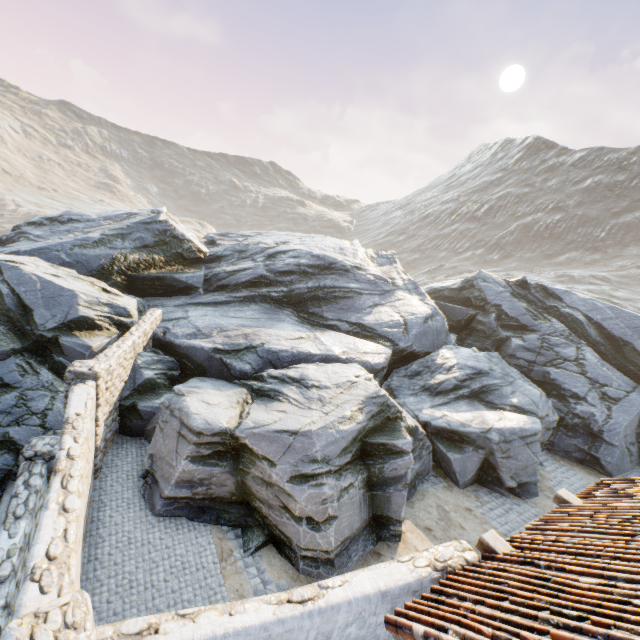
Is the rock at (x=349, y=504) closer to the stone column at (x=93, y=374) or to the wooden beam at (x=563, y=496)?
the stone column at (x=93, y=374)

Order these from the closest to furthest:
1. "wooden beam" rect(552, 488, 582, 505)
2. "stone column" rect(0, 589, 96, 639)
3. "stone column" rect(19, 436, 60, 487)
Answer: "stone column" rect(0, 589, 96, 639)
"wooden beam" rect(552, 488, 582, 505)
"stone column" rect(19, 436, 60, 487)

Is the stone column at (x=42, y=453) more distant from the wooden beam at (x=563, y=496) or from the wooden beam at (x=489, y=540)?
the wooden beam at (x=563, y=496)

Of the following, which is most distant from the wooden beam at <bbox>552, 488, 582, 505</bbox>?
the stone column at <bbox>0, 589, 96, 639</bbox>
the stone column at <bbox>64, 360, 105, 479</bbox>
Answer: the stone column at <bbox>64, 360, 105, 479</bbox>

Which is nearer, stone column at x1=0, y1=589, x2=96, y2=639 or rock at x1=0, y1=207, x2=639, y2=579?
stone column at x1=0, y1=589, x2=96, y2=639

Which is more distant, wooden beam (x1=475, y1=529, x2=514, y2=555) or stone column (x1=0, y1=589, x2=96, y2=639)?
wooden beam (x1=475, y1=529, x2=514, y2=555)

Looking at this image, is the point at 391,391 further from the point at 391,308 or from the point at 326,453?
the point at 326,453

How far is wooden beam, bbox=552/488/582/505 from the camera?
7.0 meters
